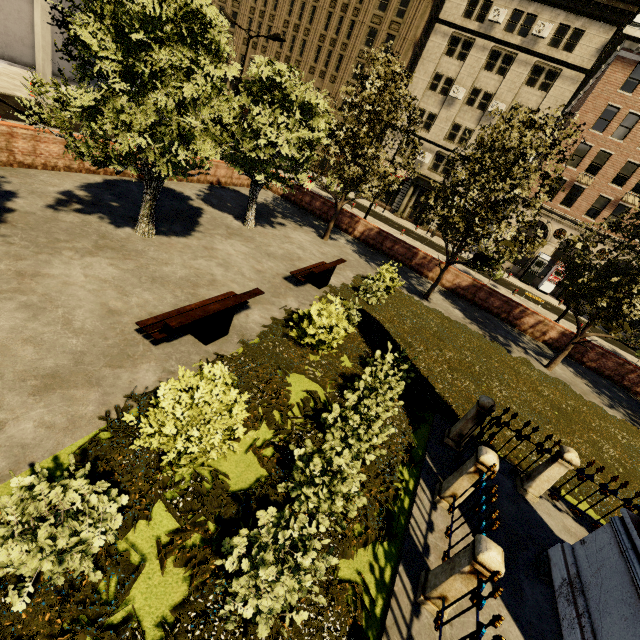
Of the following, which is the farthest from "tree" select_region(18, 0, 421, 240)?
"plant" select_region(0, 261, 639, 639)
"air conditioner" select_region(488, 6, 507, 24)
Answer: "air conditioner" select_region(488, 6, 507, 24)

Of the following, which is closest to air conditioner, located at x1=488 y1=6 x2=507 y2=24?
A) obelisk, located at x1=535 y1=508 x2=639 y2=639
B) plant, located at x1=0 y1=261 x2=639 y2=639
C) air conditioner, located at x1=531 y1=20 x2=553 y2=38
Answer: air conditioner, located at x1=531 y1=20 x2=553 y2=38

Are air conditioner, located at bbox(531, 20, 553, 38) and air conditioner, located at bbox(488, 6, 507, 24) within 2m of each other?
no

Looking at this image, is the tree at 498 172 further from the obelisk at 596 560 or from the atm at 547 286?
the atm at 547 286

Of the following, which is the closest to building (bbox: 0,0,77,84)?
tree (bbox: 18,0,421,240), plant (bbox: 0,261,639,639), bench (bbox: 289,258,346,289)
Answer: tree (bbox: 18,0,421,240)

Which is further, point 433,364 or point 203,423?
point 433,364

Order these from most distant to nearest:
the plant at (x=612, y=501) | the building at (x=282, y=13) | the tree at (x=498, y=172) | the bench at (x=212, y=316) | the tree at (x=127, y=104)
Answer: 1. the building at (x=282, y=13)
2. the tree at (x=498, y=172)
3. the plant at (x=612, y=501)
4. the tree at (x=127, y=104)
5. the bench at (x=212, y=316)

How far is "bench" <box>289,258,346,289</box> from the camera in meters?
10.6
